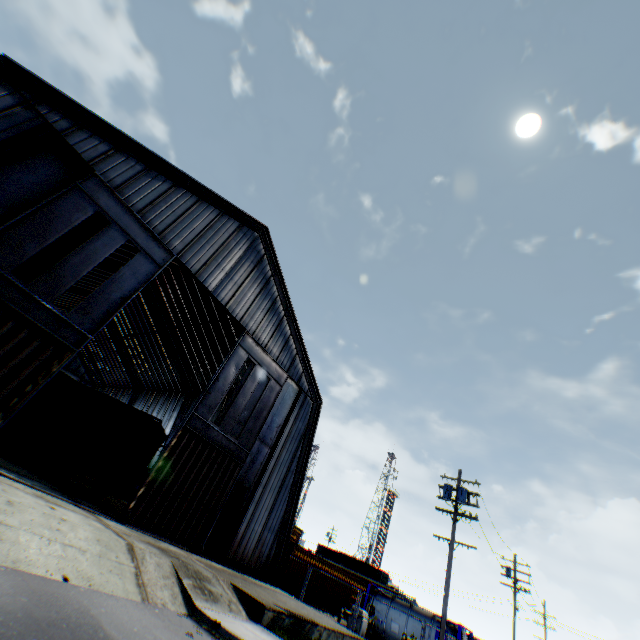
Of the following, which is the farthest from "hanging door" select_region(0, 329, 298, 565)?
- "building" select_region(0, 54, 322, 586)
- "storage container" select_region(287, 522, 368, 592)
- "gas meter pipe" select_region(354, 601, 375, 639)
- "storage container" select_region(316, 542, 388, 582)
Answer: "storage container" select_region(316, 542, 388, 582)

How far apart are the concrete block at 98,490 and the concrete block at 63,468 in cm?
122

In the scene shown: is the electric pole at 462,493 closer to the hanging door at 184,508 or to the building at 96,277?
the building at 96,277

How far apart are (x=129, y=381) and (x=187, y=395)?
15.7 meters

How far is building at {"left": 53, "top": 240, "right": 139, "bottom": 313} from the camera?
26.88m

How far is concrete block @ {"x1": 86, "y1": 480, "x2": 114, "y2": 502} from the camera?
16.5 meters

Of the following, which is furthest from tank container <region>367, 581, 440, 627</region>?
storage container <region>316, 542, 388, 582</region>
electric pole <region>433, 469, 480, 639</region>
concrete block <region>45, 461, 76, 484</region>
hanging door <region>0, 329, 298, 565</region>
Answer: storage container <region>316, 542, 388, 582</region>

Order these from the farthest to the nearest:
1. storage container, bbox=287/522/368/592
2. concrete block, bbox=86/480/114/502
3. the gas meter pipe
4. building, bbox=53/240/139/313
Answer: building, bbox=53/240/139/313, storage container, bbox=287/522/368/592, the gas meter pipe, concrete block, bbox=86/480/114/502
